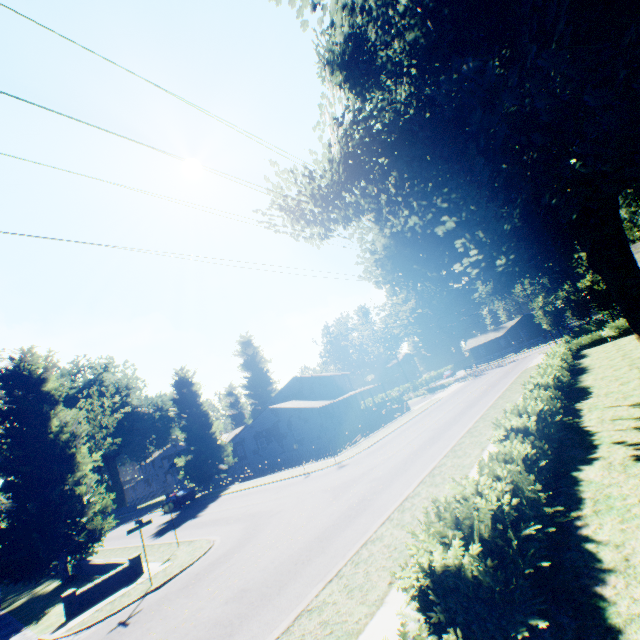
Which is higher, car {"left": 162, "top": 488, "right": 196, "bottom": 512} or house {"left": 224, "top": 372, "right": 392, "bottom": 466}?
house {"left": 224, "top": 372, "right": 392, "bottom": 466}

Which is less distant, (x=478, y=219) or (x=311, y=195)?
(x=478, y=219)

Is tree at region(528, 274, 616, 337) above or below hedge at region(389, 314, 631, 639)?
above

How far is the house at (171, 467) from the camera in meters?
54.6 m

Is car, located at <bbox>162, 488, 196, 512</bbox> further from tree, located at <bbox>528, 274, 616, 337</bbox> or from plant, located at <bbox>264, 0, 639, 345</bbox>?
tree, located at <bbox>528, 274, 616, 337</bbox>

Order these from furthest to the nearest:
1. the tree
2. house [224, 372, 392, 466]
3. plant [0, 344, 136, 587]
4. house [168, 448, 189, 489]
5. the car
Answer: house [168, 448, 189, 489], the tree, house [224, 372, 392, 466], the car, plant [0, 344, 136, 587]

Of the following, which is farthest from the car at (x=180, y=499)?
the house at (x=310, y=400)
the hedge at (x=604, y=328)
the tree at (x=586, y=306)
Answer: the tree at (x=586, y=306)

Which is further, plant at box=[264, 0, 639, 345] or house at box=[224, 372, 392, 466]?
house at box=[224, 372, 392, 466]
